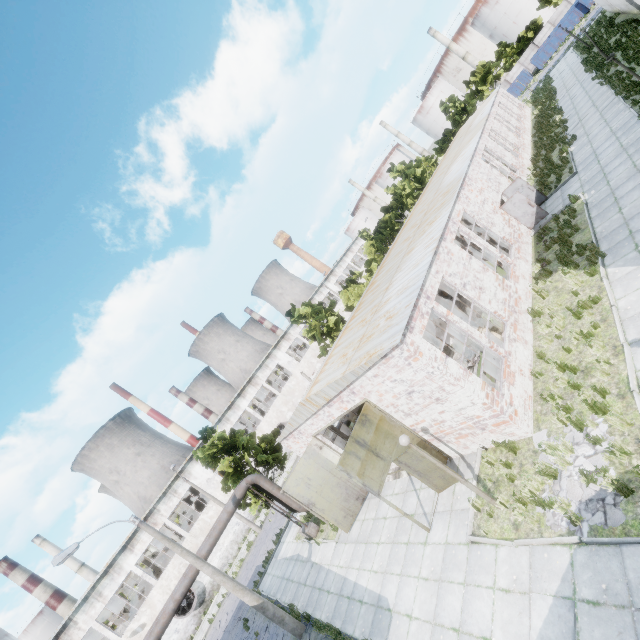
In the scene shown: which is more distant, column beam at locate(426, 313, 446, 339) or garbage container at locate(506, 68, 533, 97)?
garbage container at locate(506, 68, 533, 97)

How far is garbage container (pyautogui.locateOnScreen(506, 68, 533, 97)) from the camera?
53.22m

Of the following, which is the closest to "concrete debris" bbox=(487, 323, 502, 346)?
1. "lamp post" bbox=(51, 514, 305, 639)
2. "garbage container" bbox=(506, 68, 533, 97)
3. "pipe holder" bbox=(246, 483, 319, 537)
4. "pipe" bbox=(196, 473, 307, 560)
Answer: "pipe" bbox=(196, 473, 307, 560)

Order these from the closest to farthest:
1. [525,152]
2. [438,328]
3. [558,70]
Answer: [438,328] → [525,152] → [558,70]

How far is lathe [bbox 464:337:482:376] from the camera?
12.1m

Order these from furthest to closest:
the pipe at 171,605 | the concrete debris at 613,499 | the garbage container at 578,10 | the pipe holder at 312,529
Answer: the garbage container at 578,10 → the pipe holder at 312,529 → the pipe at 171,605 → the concrete debris at 613,499

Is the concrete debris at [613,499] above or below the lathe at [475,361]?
below
